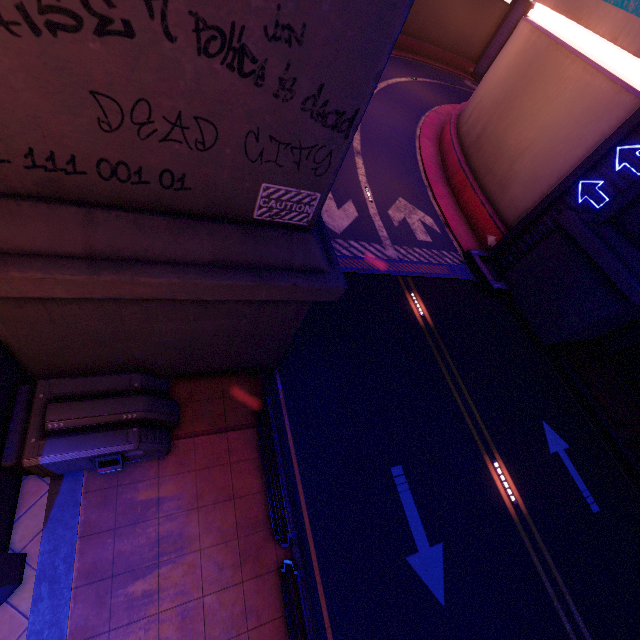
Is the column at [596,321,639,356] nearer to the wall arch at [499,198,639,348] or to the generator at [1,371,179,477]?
the wall arch at [499,198,639,348]

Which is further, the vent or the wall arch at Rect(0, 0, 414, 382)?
the vent

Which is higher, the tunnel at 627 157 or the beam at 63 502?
the tunnel at 627 157

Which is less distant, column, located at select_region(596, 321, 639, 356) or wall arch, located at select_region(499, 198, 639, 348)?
wall arch, located at select_region(499, 198, 639, 348)

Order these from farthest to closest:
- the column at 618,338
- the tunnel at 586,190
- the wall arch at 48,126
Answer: the column at 618,338, the tunnel at 586,190, the wall arch at 48,126

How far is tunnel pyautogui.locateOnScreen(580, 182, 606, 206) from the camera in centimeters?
1248cm

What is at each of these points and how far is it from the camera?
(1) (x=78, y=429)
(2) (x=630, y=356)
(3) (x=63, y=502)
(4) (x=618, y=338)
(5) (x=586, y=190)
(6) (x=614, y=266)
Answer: (1) generator, 5.4m
(2) vent, 15.0m
(3) beam, 5.7m
(4) column, 15.0m
(5) tunnel, 12.9m
(6) wall arch, 11.6m

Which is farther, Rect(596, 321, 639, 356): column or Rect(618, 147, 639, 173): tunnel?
Rect(596, 321, 639, 356): column
